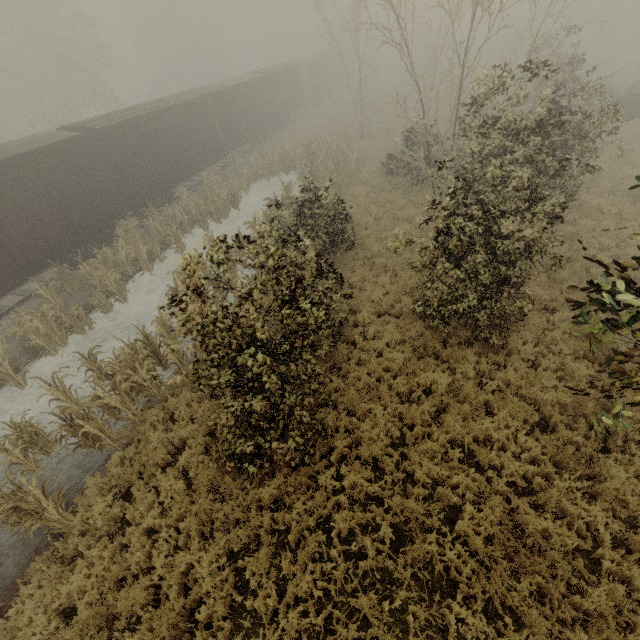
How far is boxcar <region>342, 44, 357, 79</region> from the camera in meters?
49.6

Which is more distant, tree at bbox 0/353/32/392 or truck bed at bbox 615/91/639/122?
truck bed at bbox 615/91/639/122

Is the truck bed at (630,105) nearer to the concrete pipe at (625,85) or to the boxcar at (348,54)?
the concrete pipe at (625,85)

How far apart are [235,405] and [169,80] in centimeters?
5735cm

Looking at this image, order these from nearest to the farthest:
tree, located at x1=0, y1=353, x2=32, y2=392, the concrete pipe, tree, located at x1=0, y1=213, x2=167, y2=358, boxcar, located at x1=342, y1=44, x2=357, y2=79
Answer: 1. tree, located at x1=0, y1=353, x2=32, y2=392
2. tree, located at x1=0, y1=213, x2=167, y2=358
3. the concrete pipe
4. boxcar, located at x1=342, y1=44, x2=357, y2=79

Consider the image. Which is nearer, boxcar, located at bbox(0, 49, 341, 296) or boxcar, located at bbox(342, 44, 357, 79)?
boxcar, located at bbox(0, 49, 341, 296)

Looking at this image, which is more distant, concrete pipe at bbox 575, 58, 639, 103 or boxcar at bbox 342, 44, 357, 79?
boxcar at bbox 342, 44, 357, 79

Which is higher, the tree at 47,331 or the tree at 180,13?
the tree at 180,13
